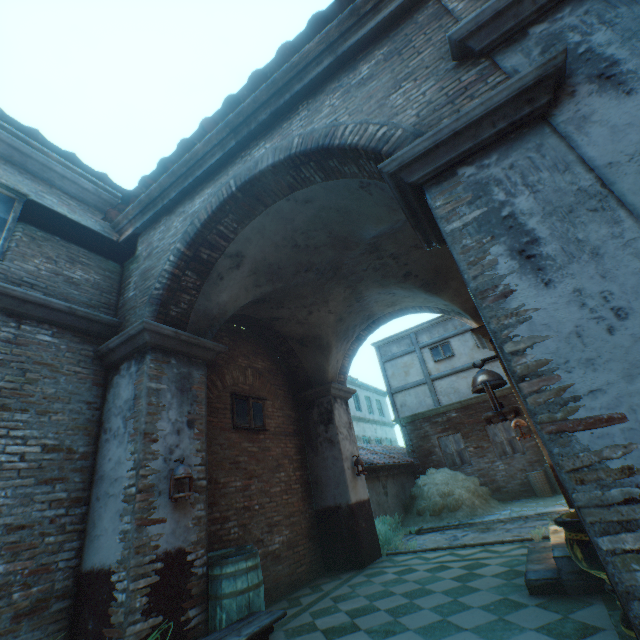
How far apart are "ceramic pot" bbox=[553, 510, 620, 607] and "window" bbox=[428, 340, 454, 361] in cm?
1168

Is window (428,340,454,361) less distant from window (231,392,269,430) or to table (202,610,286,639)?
window (231,392,269,430)

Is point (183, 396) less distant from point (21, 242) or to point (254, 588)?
point (254, 588)

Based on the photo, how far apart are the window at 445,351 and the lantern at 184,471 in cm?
1296

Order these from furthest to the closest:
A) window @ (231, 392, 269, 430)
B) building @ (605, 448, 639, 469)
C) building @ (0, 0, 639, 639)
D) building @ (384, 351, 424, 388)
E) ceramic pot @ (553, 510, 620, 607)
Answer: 1. building @ (384, 351, 424, 388)
2. window @ (231, 392, 269, 430)
3. ceramic pot @ (553, 510, 620, 607)
4. building @ (0, 0, 639, 639)
5. building @ (605, 448, 639, 469)

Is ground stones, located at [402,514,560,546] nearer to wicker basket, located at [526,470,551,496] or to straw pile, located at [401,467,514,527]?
straw pile, located at [401,467,514,527]

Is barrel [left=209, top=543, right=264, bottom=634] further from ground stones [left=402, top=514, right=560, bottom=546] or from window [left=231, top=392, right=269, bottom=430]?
ground stones [left=402, top=514, right=560, bottom=546]

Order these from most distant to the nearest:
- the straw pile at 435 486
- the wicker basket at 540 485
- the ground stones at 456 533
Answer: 1. the wicker basket at 540 485
2. the straw pile at 435 486
3. the ground stones at 456 533
